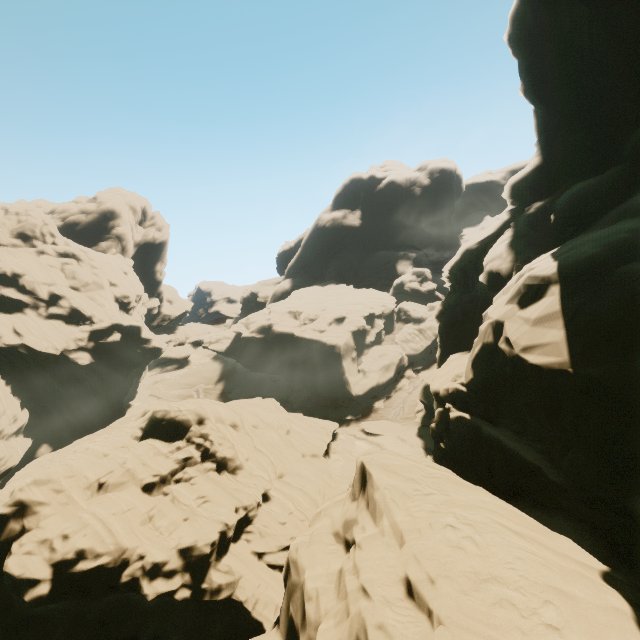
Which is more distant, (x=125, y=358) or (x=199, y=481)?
(x=125, y=358)
